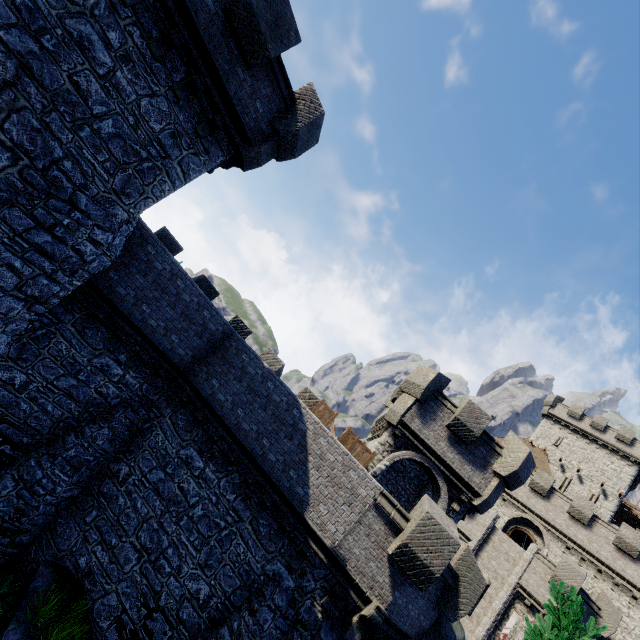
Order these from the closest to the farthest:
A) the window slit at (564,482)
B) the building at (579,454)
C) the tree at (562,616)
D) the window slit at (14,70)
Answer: the tree at (562,616) < the window slit at (14,70) < the building at (579,454) < the window slit at (564,482)

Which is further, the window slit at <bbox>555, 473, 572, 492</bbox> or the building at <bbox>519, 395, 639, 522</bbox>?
the window slit at <bbox>555, 473, 572, 492</bbox>

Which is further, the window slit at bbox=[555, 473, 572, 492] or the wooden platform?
the window slit at bbox=[555, 473, 572, 492]

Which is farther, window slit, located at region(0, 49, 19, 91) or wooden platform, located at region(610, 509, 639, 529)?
wooden platform, located at region(610, 509, 639, 529)

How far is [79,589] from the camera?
10.25m

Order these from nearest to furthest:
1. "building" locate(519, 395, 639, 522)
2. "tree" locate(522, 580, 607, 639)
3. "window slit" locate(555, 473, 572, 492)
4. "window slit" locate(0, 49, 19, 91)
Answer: "tree" locate(522, 580, 607, 639) → "window slit" locate(0, 49, 19, 91) → "building" locate(519, 395, 639, 522) → "window slit" locate(555, 473, 572, 492)

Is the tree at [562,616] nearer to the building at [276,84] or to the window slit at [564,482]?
the building at [276,84]

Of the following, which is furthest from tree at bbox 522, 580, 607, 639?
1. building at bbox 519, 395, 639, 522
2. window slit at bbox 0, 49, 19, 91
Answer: building at bbox 519, 395, 639, 522
